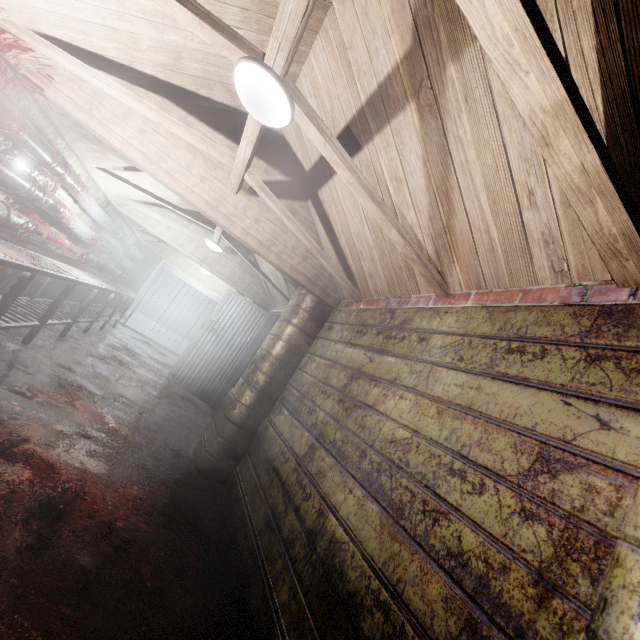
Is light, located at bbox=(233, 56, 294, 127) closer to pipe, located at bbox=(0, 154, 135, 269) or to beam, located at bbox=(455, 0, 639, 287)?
beam, located at bbox=(455, 0, 639, 287)

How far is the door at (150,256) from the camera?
8.2m

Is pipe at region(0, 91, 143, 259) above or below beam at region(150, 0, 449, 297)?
below

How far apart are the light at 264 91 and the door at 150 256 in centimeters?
777cm

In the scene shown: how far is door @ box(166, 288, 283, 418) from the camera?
5.5m

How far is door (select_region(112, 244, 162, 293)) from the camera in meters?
8.2

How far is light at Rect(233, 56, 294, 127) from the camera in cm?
142

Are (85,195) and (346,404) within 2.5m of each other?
no
